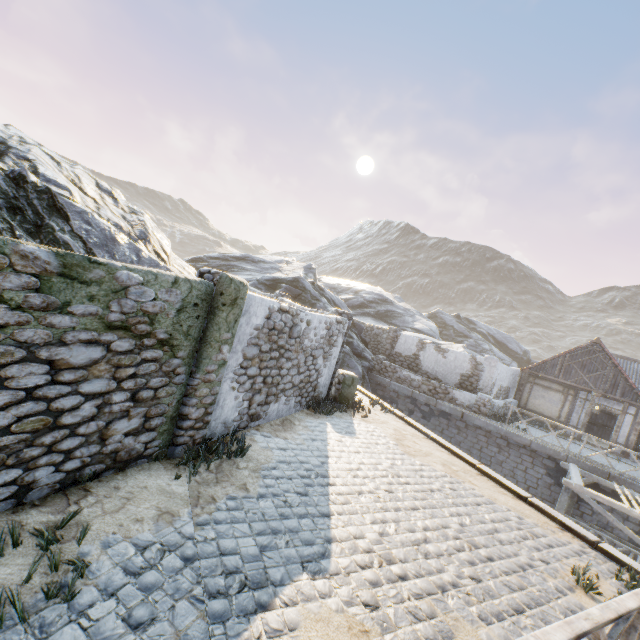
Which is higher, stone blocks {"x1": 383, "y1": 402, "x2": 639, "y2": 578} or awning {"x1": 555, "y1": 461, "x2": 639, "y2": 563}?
stone blocks {"x1": 383, "y1": 402, "x2": 639, "y2": 578}

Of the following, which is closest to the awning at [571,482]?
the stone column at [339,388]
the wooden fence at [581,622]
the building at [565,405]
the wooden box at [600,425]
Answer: the wooden fence at [581,622]

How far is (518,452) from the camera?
15.5 meters

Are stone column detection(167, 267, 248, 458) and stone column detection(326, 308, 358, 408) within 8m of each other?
yes

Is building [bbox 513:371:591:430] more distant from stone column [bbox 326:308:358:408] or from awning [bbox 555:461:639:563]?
stone column [bbox 326:308:358:408]

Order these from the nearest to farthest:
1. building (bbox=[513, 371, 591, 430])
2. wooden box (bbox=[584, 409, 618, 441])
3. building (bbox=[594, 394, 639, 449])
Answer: building (bbox=[594, 394, 639, 449]), building (bbox=[513, 371, 591, 430]), wooden box (bbox=[584, 409, 618, 441])

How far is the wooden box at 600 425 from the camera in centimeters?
2106cm

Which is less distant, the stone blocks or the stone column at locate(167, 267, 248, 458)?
the stone column at locate(167, 267, 248, 458)
